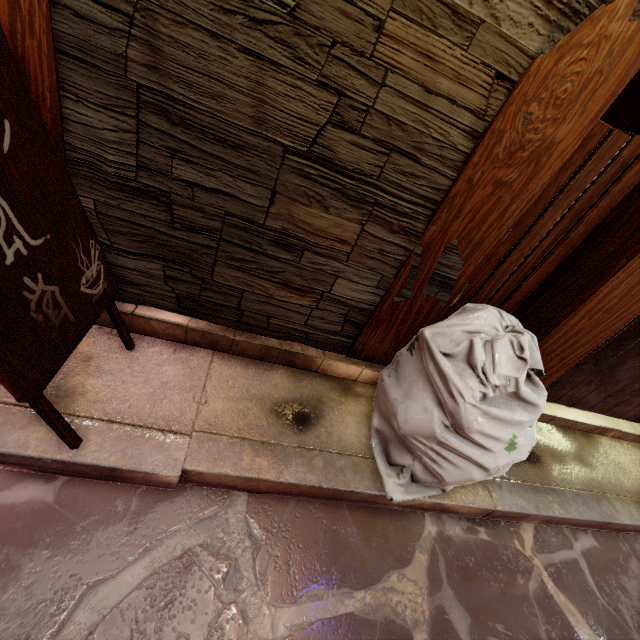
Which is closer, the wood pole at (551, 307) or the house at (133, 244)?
the house at (133, 244)

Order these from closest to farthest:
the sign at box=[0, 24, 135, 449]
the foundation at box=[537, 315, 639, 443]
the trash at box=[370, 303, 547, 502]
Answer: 1. the sign at box=[0, 24, 135, 449]
2. the trash at box=[370, 303, 547, 502]
3. the foundation at box=[537, 315, 639, 443]

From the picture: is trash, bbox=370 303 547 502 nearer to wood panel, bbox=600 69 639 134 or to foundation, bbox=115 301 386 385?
foundation, bbox=115 301 386 385

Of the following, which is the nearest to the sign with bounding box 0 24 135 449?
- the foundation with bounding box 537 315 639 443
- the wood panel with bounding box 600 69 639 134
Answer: the foundation with bounding box 537 315 639 443

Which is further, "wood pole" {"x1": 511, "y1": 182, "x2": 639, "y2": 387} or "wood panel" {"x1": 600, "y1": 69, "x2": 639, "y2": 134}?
"wood panel" {"x1": 600, "y1": 69, "x2": 639, "y2": 134}

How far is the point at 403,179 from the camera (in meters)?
2.72

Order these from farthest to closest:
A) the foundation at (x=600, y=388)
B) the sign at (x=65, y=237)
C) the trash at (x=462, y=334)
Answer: the foundation at (x=600, y=388) < the trash at (x=462, y=334) < the sign at (x=65, y=237)

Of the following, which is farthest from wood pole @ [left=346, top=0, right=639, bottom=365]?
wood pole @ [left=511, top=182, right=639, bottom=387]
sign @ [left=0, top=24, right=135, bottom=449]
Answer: sign @ [left=0, top=24, right=135, bottom=449]
